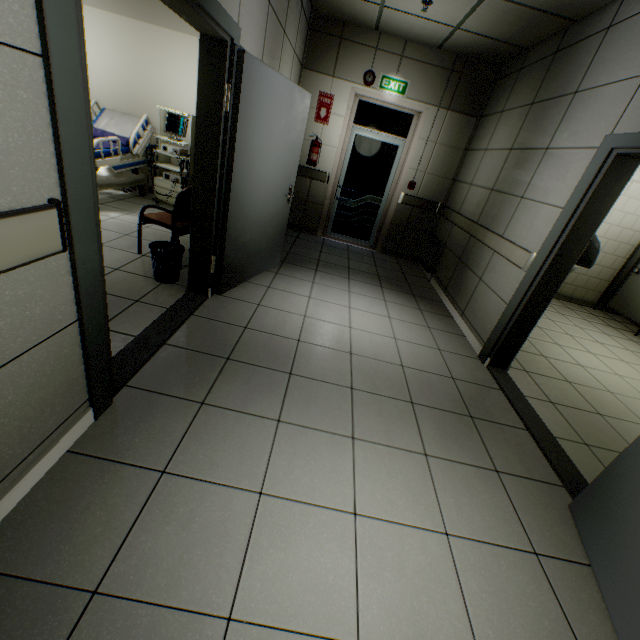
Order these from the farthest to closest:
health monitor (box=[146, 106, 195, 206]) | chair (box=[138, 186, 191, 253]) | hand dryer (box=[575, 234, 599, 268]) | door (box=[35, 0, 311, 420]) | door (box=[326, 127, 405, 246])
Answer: door (box=[326, 127, 405, 246]), health monitor (box=[146, 106, 195, 206]), chair (box=[138, 186, 191, 253]), hand dryer (box=[575, 234, 599, 268]), door (box=[35, 0, 311, 420])

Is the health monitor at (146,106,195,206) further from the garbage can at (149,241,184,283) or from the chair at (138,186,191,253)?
the garbage can at (149,241,184,283)

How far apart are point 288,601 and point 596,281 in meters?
8.0 m

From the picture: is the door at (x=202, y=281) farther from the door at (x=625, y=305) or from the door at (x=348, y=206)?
the door at (x=625, y=305)

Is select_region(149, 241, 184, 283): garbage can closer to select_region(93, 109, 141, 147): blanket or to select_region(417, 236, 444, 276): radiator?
select_region(93, 109, 141, 147): blanket

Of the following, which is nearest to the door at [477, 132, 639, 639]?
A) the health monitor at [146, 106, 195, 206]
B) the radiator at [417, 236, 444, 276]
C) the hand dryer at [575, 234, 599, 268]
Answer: the hand dryer at [575, 234, 599, 268]

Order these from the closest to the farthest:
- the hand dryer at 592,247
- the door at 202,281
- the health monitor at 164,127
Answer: the door at 202,281 → the hand dryer at 592,247 → the health monitor at 164,127

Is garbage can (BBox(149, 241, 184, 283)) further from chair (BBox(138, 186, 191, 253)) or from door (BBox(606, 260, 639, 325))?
door (BBox(606, 260, 639, 325))
